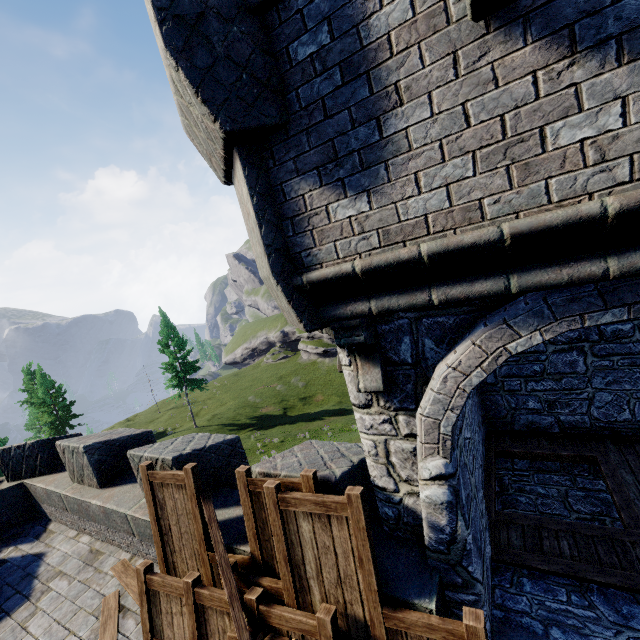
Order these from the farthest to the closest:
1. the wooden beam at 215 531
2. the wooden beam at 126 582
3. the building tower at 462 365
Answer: the wooden beam at 126 582 → the wooden beam at 215 531 → the building tower at 462 365

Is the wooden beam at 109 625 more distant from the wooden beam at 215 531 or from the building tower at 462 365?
the building tower at 462 365

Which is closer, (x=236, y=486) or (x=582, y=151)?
(x=582, y=151)

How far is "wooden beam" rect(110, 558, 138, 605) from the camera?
5.30m

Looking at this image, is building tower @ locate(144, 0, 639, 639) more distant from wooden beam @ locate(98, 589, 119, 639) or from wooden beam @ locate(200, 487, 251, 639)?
wooden beam @ locate(98, 589, 119, 639)

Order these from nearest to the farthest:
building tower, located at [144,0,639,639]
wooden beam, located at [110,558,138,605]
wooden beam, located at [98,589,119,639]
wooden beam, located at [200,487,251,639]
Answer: building tower, located at [144,0,639,639]
wooden beam, located at [200,487,251,639]
wooden beam, located at [98,589,119,639]
wooden beam, located at [110,558,138,605]

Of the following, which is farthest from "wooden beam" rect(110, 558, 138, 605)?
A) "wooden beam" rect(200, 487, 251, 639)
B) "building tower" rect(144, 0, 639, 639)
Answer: "building tower" rect(144, 0, 639, 639)
